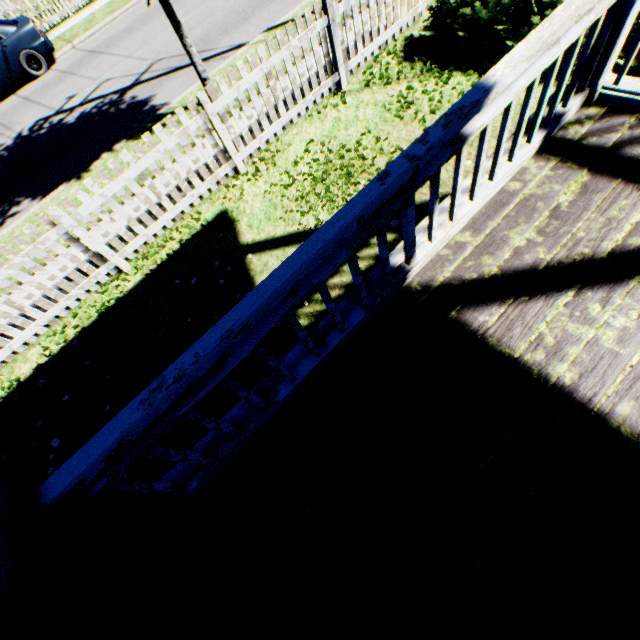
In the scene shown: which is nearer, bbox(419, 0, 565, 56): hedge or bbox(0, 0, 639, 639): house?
bbox(0, 0, 639, 639): house

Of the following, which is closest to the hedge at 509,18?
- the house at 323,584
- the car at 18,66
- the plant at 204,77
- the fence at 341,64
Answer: the fence at 341,64

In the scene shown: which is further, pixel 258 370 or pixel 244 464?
pixel 258 370

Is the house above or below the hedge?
above

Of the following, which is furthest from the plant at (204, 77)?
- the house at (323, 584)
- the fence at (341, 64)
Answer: the house at (323, 584)

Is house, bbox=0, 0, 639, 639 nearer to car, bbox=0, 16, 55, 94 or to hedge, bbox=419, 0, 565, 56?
hedge, bbox=419, 0, 565, 56

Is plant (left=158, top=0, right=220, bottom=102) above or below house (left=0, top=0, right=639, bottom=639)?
below

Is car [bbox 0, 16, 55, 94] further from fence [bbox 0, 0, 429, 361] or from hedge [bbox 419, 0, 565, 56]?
hedge [bbox 419, 0, 565, 56]
